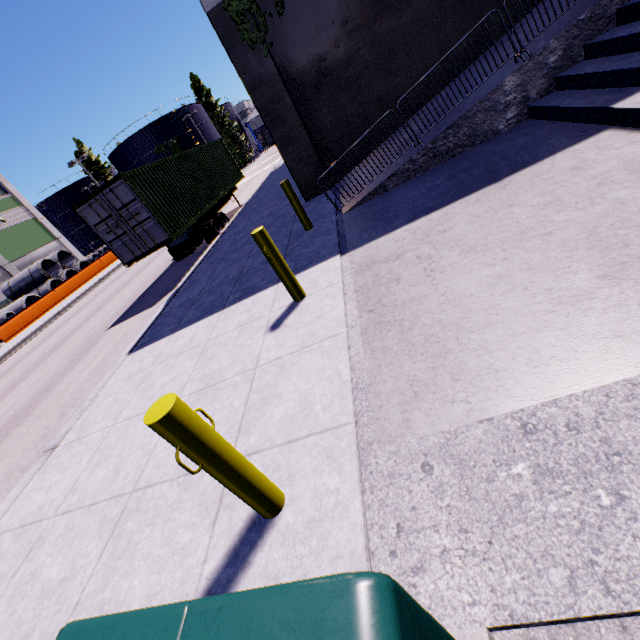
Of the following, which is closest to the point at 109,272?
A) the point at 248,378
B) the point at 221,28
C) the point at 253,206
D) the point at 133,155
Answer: the point at 253,206

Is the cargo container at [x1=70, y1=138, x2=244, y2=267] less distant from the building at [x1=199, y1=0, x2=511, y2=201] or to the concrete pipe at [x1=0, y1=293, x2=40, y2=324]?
the building at [x1=199, y1=0, x2=511, y2=201]

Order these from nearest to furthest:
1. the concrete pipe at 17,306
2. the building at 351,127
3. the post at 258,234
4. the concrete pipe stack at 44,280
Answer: the post at 258,234 < the building at 351,127 < the concrete pipe at 17,306 < the concrete pipe stack at 44,280

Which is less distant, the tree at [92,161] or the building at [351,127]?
the building at [351,127]

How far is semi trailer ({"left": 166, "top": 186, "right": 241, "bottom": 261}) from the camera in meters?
→ 13.2 m

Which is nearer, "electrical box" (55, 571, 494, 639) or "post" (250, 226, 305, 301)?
"electrical box" (55, 571, 494, 639)

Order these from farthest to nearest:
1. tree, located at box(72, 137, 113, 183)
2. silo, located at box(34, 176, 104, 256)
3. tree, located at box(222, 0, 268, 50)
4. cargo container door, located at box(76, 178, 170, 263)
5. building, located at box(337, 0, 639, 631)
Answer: silo, located at box(34, 176, 104, 256) < tree, located at box(72, 137, 113, 183) < cargo container door, located at box(76, 178, 170, 263) < tree, located at box(222, 0, 268, 50) < building, located at box(337, 0, 639, 631)

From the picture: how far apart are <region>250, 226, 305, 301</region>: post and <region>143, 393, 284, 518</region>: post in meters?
2.7 m
